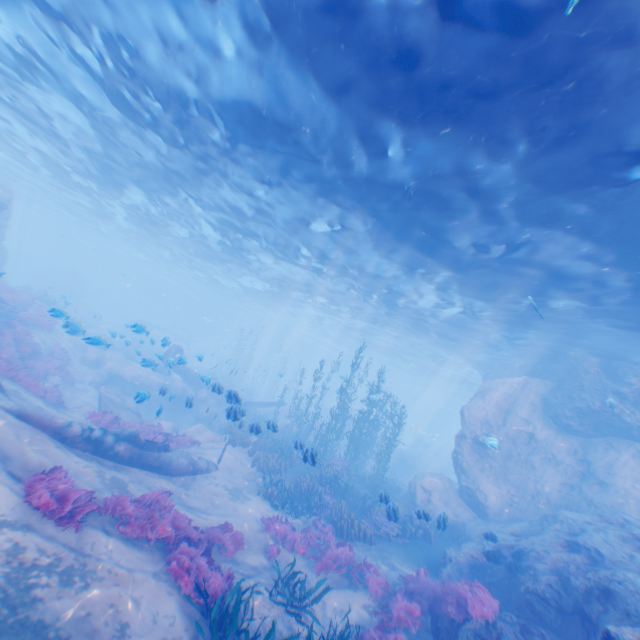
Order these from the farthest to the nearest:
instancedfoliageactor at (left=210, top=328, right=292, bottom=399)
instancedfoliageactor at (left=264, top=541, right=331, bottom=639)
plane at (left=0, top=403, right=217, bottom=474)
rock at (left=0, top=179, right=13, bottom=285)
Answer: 1. instancedfoliageactor at (left=210, top=328, right=292, bottom=399)
2. rock at (left=0, top=179, right=13, bottom=285)
3. plane at (left=0, top=403, right=217, bottom=474)
4. instancedfoliageactor at (left=264, top=541, right=331, bottom=639)

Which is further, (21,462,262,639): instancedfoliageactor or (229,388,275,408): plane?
(229,388,275,408): plane

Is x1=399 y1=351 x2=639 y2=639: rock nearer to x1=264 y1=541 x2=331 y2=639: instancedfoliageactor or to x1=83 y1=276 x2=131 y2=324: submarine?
x1=83 y1=276 x2=131 y2=324: submarine

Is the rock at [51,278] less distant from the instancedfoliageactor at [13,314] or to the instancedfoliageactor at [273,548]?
the instancedfoliageactor at [13,314]

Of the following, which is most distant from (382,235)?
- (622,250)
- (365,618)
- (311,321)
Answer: (311,321)

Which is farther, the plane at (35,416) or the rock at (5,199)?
the rock at (5,199)

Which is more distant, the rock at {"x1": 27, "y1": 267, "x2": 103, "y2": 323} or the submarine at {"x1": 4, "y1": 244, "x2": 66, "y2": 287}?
the submarine at {"x1": 4, "y1": 244, "x2": 66, "y2": 287}

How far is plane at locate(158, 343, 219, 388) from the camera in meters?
12.6 m
